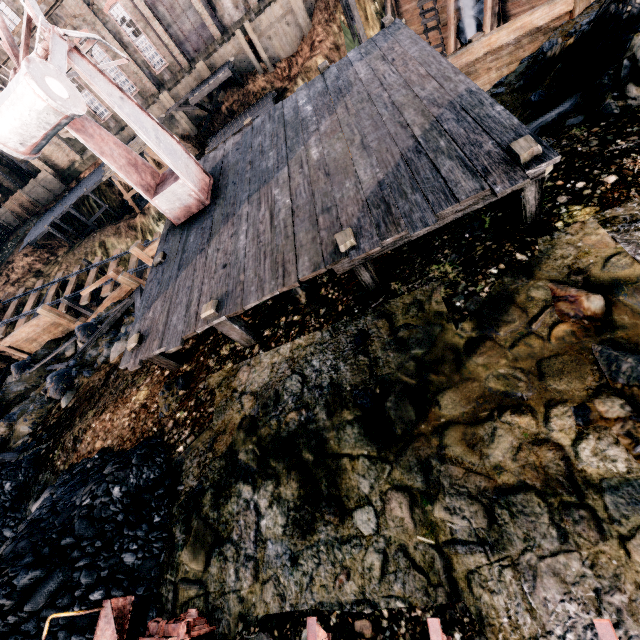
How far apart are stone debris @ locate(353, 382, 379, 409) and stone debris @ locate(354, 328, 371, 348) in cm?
79

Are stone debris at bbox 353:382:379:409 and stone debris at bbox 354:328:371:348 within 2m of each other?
yes

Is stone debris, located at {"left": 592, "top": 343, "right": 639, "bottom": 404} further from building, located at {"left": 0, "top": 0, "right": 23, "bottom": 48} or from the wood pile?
building, located at {"left": 0, "top": 0, "right": 23, "bottom": 48}

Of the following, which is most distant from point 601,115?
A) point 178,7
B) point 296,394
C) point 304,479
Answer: point 178,7

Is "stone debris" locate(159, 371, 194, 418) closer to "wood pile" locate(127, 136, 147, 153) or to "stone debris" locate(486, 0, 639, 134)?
"stone debris" locate(486, 0, 639, 134)

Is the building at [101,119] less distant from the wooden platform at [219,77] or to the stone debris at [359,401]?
the wooden platform at [219,77]

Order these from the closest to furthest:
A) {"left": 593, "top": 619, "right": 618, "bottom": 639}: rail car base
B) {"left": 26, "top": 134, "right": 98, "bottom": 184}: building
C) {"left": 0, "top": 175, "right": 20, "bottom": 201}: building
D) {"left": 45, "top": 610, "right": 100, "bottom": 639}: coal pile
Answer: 1. {"left": 593, "top": 619, "right": 618, "bottom": 639}: rail car base
2. {"left": 45, "top": 610, "right": 100, "bottom": 639}: coal pile
3. {"left": 26, "top": 134, "right": 98, "bottom": 184}: building
4. {"left": 0, "top": 175, "right": 20, "bottom": 201}: building

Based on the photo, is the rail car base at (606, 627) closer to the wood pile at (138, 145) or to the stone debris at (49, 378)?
the stone debris at (49, 378)
